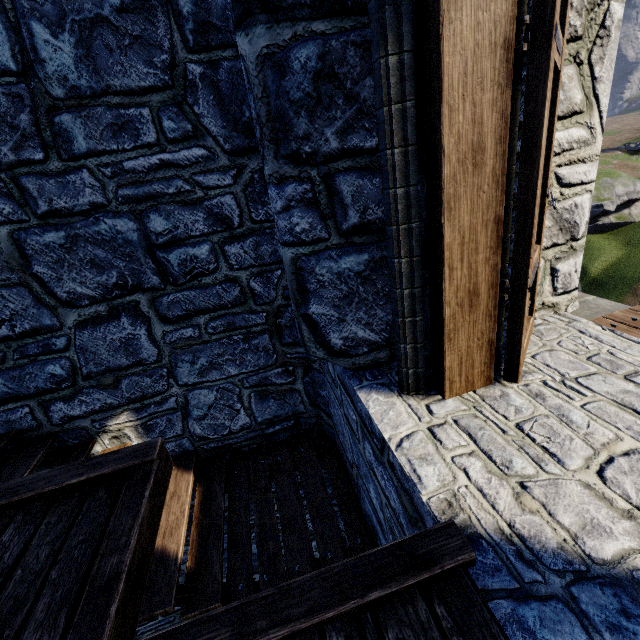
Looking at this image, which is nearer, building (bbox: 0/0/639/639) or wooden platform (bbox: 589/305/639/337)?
building (bbox: 0/0/639/639)

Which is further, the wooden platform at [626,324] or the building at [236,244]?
the wooden platform at [626,324]

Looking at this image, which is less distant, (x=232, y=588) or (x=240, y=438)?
(x=232, y=588)
